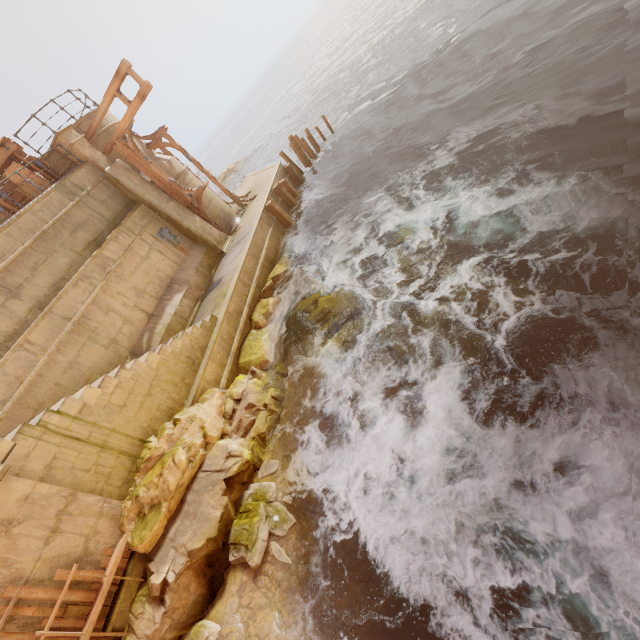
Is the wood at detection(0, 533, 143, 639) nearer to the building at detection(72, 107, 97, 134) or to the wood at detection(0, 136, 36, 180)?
the building at detection(72, 107, 97, 134)

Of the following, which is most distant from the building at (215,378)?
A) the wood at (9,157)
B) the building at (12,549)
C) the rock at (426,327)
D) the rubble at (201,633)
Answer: the rubble at (201,633)

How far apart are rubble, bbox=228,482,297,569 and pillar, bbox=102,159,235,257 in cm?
985

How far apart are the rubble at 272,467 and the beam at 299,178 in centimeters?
1532cm

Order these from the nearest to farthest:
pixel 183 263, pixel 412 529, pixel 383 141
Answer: pixel 412 529 → pixel 183 263 → pixel 383 141

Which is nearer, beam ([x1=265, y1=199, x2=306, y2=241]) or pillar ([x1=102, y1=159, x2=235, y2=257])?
pillar ([x1=102, y1=159, x2=235, y2=257])

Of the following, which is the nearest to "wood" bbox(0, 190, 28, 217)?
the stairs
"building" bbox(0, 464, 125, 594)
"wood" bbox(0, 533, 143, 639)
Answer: "building" bbox(0, 464, 125, 594)

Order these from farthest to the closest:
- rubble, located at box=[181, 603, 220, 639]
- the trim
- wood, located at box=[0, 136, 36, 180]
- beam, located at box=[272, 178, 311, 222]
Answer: beam, located at box=[272, 178, 311, 222]
the trim
wood, located at box=[0, 136, 36, 180]
rubble, located at box=[181, 603, 220, 639]
